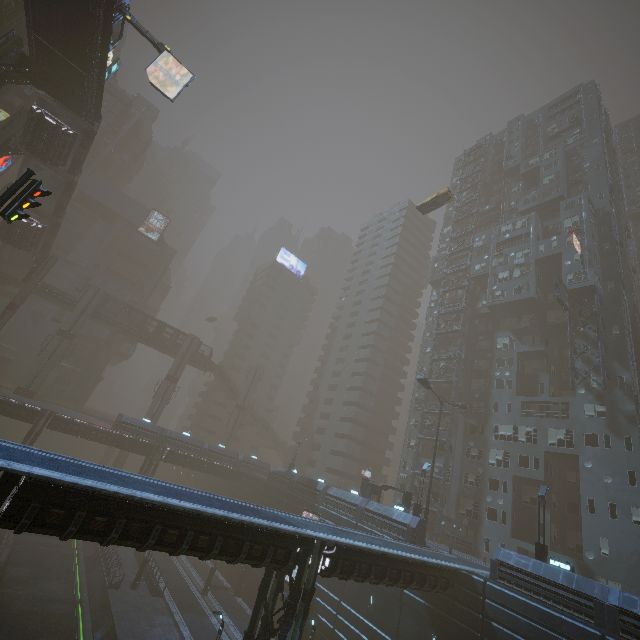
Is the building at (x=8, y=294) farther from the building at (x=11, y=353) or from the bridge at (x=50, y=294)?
the bridge at (x=50, y=294)

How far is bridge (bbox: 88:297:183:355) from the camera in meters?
53.0 m

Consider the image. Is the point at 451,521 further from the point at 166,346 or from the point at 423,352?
the point at 166,346

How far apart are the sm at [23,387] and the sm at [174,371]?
12.9m

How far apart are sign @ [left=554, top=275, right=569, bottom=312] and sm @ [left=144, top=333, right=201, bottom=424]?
54.12m

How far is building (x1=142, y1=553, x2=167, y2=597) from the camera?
31.06m

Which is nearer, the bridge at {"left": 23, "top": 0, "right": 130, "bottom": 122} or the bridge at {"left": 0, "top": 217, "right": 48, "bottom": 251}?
the bridge at {"left": 23, "top": 0, "right": 130, "bottom": 122}

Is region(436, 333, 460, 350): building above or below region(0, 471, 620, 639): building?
above
